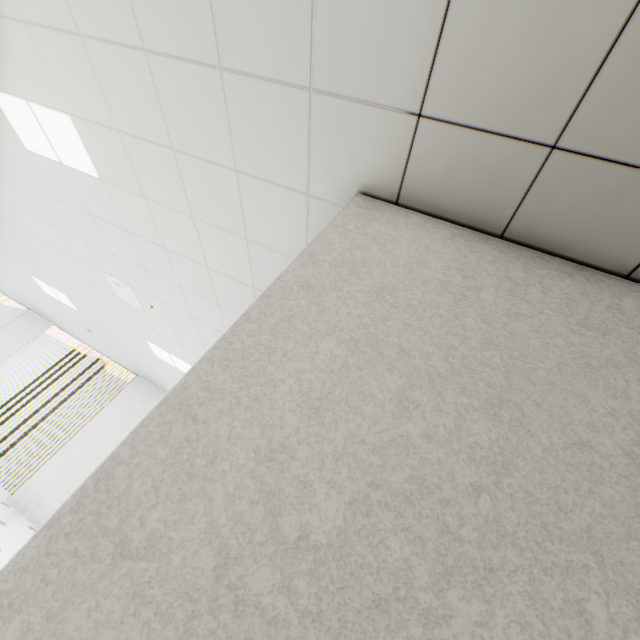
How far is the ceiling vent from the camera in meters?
4.1

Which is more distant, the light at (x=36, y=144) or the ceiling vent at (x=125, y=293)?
the ceiling vent at (x=125, y=293)

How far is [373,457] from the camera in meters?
0.8 m

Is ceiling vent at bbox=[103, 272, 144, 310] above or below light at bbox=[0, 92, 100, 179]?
below

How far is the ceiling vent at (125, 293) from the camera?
4.1 meters

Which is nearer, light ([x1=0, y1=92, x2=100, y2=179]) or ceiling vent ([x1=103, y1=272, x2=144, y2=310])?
light ([x1=0, y1=92, x2=100, y2=179])
